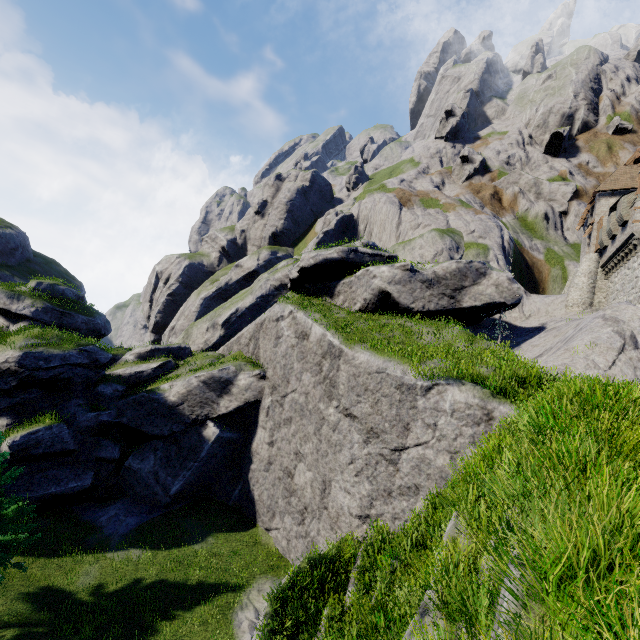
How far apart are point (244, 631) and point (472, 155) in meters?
71.8 m
